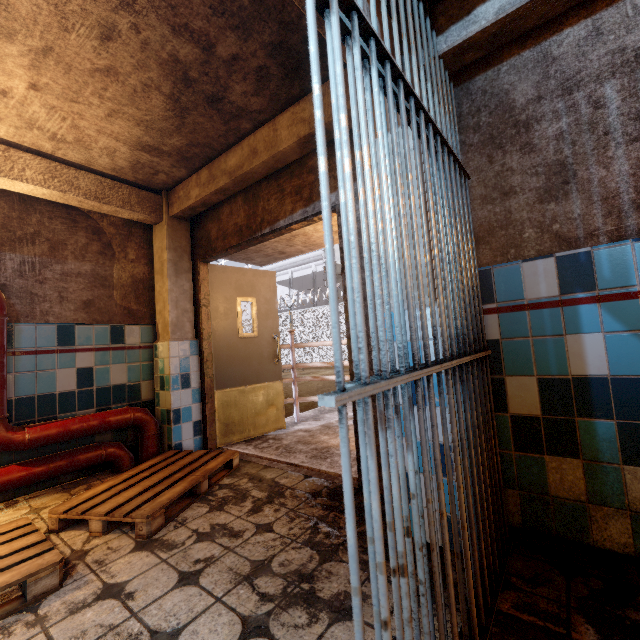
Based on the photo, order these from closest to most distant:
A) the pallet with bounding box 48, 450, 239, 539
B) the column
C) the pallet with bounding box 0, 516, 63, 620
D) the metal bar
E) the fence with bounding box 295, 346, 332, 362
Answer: the metal bar, the pallet with bounding box 0, 516, 63, 620, the pallet with bounding box 48, 450, 239, 539, the column, the fence with bounding box 295, 346, 332, 362

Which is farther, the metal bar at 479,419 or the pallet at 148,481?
the pallet at 148,481

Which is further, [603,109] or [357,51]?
[603,109]

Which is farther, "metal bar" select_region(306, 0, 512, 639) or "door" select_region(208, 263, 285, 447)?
"door" select_region(208, 263, 285, 447)

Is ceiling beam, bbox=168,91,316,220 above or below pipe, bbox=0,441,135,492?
above

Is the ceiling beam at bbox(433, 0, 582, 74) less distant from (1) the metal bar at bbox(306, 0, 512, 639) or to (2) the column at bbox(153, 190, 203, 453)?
(1) the metal bar at bbox(306, 0, 512, 639)

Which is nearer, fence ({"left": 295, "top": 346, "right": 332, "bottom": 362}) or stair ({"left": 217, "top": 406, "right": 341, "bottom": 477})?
stair ({"left": 217, "top": 406, "right": 341, "bottom": 477})

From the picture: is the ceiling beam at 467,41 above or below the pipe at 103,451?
above
